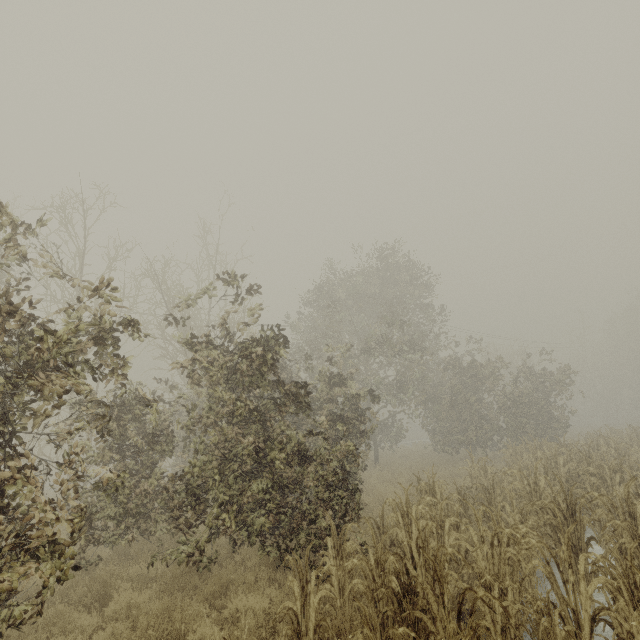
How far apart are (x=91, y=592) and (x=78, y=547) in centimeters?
276cm
